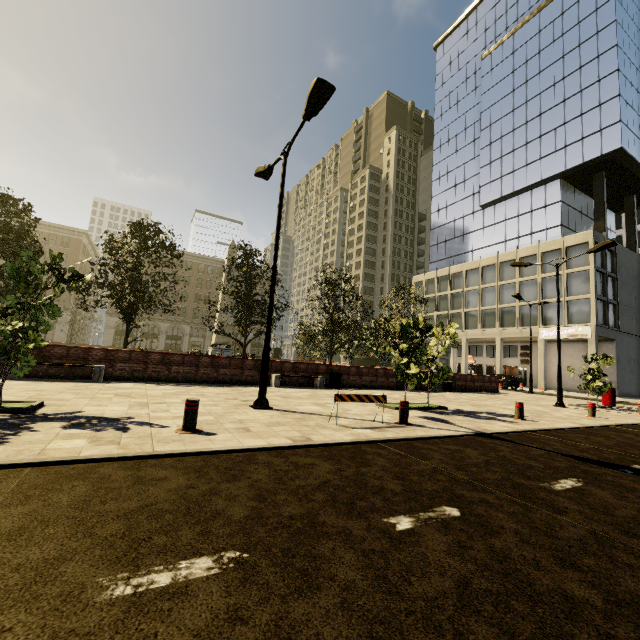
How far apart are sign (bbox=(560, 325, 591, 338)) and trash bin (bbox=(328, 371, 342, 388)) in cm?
3018

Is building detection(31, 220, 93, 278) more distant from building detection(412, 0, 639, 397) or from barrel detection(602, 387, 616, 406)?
barrel detection(602, 387, 616, 406)

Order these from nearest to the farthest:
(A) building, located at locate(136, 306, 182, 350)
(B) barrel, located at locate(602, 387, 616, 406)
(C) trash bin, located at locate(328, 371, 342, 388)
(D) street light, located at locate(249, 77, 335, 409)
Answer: (D) street light, located at locate(249, 77, 335, 409) < (C) trash bin, located at locate(328, 371, 342, 388) < (B) barrel, located at locate(602, 387, 616, 406) < (A) building, located at locate(136, 306, 182, 350)

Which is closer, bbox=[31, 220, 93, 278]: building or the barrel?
the barrel

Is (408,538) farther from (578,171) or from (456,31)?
(456,31)

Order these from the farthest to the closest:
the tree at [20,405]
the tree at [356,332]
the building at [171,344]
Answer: the building at [171,344]
the tree at [356,332]
the tree at [20,405]

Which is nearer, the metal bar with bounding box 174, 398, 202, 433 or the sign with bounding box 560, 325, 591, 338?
the metal bar with bounding box 174, 398, 202, 433

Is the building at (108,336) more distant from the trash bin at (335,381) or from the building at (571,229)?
the trash bin at (335,381)
